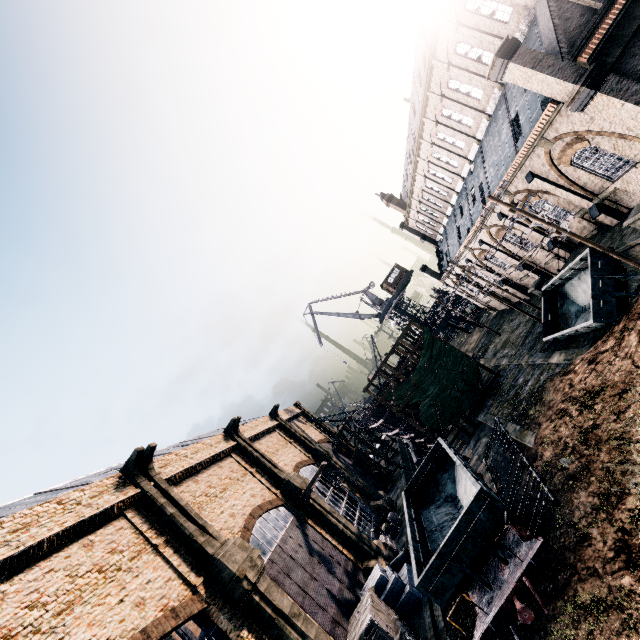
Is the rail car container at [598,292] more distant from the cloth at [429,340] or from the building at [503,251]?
the cloth at [429,340]

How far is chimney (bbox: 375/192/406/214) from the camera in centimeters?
5131cm

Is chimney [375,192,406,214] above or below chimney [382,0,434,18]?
above

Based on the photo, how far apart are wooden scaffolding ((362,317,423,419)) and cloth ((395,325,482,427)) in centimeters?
0cm

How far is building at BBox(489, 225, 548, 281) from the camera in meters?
27.2 m

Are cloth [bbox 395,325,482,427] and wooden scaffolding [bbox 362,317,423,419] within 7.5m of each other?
yes

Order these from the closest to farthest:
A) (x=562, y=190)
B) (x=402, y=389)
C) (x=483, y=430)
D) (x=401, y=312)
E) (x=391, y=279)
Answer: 1. (x=562, y=190)
2. (x=483, y=430)
3. (x=402, y=389)
4. (x=391, y=279)
5. (x=401, y=312)

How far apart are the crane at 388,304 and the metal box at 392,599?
41.8m
